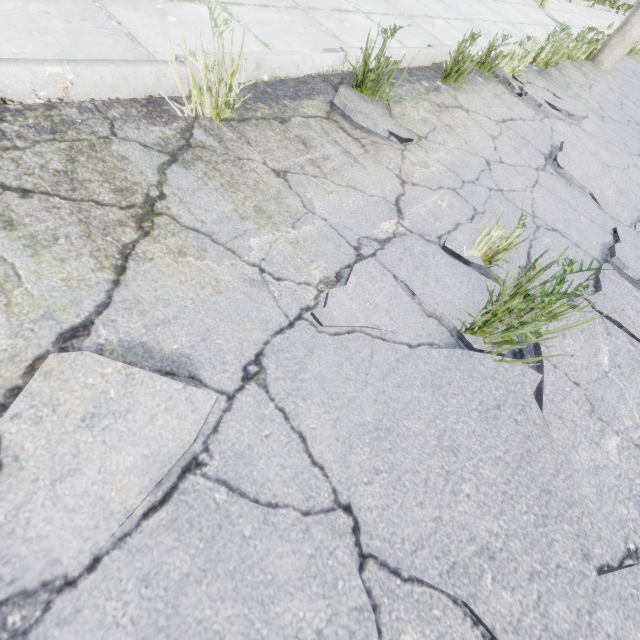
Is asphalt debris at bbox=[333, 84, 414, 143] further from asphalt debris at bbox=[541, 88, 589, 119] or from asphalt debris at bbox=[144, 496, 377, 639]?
asphalt debris at bbox=[541, 88, 589, 119]

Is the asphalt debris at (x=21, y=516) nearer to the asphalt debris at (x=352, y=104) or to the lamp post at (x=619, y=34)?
the asphalt debris at (x=352, y=104)

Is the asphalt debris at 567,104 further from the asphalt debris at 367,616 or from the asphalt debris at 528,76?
the asphalt debris at 367,616

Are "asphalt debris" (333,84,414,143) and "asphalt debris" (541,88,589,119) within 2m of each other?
no

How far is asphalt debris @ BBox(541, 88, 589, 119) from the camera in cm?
421

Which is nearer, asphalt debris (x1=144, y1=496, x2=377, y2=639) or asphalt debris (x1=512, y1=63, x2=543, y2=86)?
asphalt debris (x1=144, y1=496, x2=377, y2=639)

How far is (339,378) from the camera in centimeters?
128cm

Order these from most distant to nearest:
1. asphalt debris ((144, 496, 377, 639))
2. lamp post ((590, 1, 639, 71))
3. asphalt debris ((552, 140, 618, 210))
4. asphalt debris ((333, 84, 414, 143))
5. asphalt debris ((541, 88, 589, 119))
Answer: lamp post ((590, 1, 639, 71)) → asphalt debris ((541, 88, 589, 119)) → asphalt debris ((552, 140, 618, 210)) → asphalt debris ((333, 84, 414, 143)) → asphalt debris ((144, 496, 377, 639))
